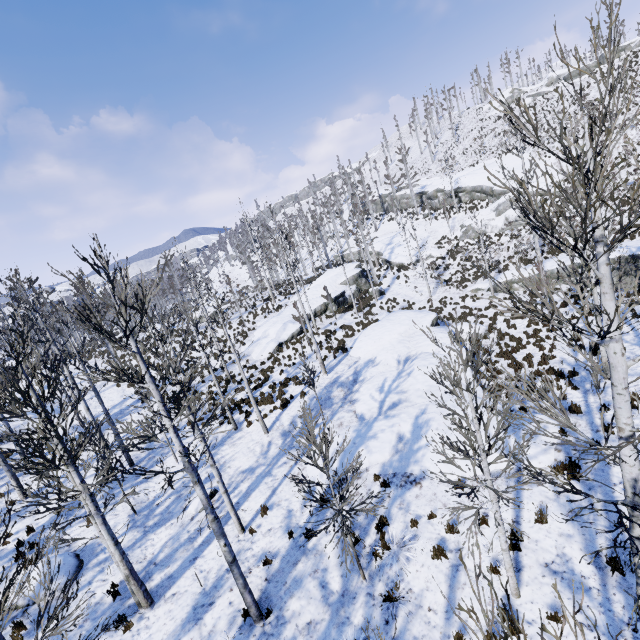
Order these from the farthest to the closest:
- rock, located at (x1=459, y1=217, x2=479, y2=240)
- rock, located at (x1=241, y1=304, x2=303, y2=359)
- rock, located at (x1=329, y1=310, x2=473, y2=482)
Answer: rock, located at (x1=459, y1=217, x2=479, y2=240) < rock, located at (x1=241, y1=304, x2=303, y2=359) < rock, located at (x1=329, y1=310, x2=473, y2=482)

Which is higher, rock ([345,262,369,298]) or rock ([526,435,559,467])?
rock ([345,262,369,298])

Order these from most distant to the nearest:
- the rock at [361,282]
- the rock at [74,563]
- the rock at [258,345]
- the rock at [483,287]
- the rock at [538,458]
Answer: the rock at [361,282] → the rock at [483,287] → the rock at [258,345] → the rock at [74,563] → the rock at [538,458]

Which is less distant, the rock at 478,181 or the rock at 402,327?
the rock at 402,327

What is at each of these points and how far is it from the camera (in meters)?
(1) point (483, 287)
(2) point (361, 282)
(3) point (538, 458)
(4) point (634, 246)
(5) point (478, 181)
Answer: (1) rock, 27.42
(2) rock, 35.69
(3) rock, 9.49
(4) rock, 19.58
(5) rock, 40.44

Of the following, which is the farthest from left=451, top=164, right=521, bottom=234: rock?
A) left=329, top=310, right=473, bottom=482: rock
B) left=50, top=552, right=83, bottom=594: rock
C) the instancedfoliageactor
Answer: left=50, top=552, right=83, bottom=594: rock

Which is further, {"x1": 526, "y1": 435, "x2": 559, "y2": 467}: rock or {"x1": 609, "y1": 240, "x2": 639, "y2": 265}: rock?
{"x1": 609, "y1": 240, "x2": 639, "y2": 265}: rock

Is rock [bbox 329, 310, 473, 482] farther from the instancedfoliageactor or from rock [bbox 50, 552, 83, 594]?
rock [bbox 50, 552, 83, 594]
